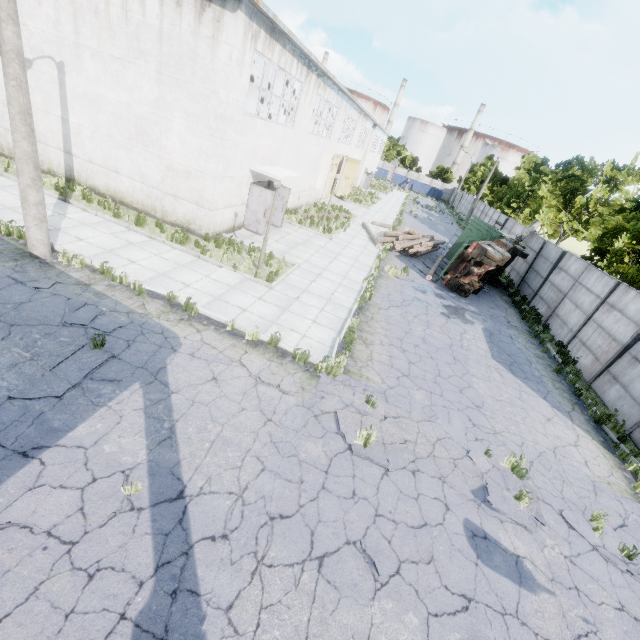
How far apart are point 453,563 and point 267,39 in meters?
16.5

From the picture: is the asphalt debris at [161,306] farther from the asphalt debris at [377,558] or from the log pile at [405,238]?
the log pile at [405,238]

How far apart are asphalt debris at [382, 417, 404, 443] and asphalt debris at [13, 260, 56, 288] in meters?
7.6 m

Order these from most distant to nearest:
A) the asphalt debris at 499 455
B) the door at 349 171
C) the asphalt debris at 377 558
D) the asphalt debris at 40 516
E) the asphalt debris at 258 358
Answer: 1. the door at 349 171
2. the asphalt debris at 258 358
3. the asphalt debris at 499 455
4. the asphalt debris at 377 558
5. the asphalt debris at 40 516

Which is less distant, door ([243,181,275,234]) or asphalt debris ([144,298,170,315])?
asphalt debris ([144,298,170,315])

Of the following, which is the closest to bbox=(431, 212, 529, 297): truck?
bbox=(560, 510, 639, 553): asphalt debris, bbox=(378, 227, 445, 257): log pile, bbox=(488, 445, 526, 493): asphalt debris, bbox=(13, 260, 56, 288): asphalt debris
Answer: bbox=(378, 227, 445, 257): log pile

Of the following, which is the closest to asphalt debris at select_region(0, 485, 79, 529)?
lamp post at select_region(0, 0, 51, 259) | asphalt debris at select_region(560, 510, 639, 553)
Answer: lamp post at select_region(0, 0, 51, 259)

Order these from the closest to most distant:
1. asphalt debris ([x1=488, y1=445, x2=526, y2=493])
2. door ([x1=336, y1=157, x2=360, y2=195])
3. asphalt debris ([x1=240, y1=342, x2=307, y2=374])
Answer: asphalt debris ([x1=488, y1=445, x2=526, y2=493]) < asphalt debris ([x1=240, y1=342, x2=307, y2=374]) < door ([x1=336, y1=157, x2=360, y2=195])
